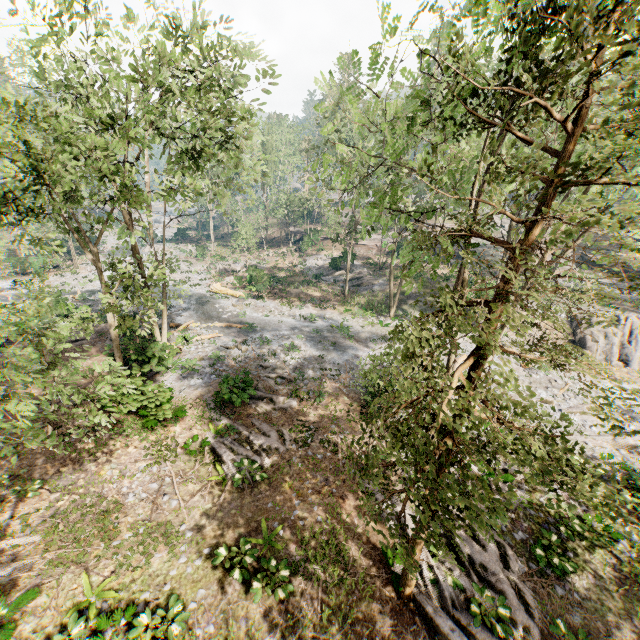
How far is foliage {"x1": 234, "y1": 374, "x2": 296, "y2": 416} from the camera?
16.6m

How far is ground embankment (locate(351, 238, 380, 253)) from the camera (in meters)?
48.88

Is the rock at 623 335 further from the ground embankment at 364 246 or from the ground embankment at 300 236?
the ground embankment at 300 236

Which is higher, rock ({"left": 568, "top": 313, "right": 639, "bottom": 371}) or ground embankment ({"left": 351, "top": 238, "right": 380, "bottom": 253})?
ground embankment ({"left": 351, "top": 238, "right": 380, "bottom": 253})

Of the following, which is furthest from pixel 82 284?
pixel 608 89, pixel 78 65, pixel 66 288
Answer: pixel 608 89

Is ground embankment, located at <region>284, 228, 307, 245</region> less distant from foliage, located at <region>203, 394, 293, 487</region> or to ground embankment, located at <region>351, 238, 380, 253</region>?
foliage, located at <region>203, 394, 293, 487</region>

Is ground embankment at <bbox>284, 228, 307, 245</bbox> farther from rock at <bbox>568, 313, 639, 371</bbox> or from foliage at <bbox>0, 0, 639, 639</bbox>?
rock at <bbox>568, 313, 639, 371</bbox>

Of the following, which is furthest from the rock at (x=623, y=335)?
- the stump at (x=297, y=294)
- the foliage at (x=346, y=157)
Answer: the stump at (x=297, y=294)
